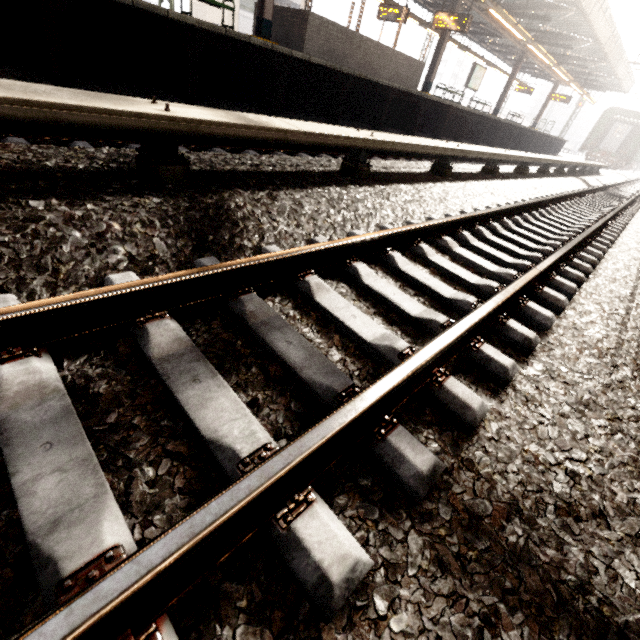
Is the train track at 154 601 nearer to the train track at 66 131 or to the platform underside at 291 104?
the train track at 66 131

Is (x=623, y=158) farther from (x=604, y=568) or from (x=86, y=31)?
(x=604, y=568)

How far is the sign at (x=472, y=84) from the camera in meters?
17.4 m

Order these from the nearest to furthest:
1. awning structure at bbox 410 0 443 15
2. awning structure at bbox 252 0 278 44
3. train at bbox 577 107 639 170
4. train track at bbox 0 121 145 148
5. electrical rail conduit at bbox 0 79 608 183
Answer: electrical rail conduit at bbox 0 79 608 183
train track at bbox 0 121 145 148
awning structure at bbox 252 0 278 44
awning structure at bbox 410 0 443 15
train at bbox 577 107 639 170

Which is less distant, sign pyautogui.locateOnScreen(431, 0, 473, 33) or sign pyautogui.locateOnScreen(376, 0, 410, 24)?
sign pyautogui.locateOnScreen(431, 0, 473, 33)

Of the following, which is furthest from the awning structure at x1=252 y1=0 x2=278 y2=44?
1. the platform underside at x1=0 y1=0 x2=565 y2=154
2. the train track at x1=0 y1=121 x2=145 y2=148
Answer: the train track at x1=0 y1=121 x2=145 y2=148

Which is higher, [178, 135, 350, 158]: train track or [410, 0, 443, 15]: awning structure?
[410, 0, 443, 15]: awning structure

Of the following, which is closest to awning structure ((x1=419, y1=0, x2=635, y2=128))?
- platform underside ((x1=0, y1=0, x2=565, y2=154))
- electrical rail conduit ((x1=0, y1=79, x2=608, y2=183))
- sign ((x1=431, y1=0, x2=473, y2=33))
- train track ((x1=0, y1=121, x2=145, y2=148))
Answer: sign ((x1=431, y1=0, x2=473, y2=33))
